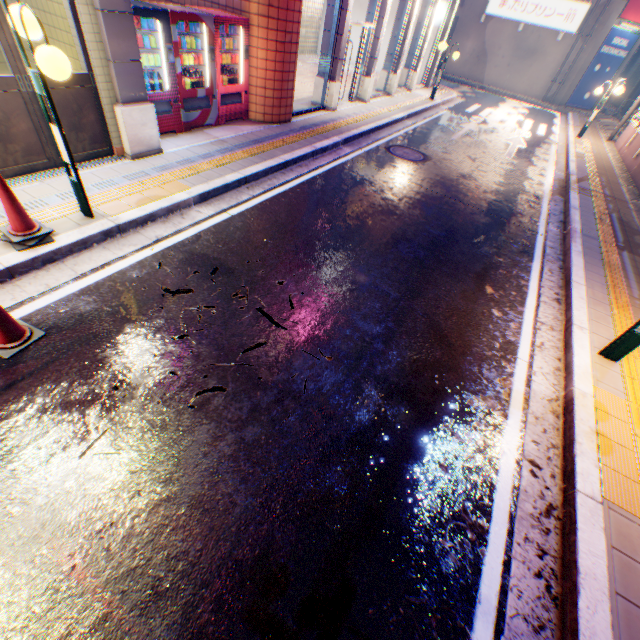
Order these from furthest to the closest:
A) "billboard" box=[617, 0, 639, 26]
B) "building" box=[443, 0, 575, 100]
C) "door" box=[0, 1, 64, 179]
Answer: "building" box=[443, 0, 575, 100] → "billboard" box=[617, 0, 639, 26] → "door" box=[0, 1, 64, 179]

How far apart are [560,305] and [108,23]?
8.37m

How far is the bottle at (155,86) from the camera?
6.3 meters

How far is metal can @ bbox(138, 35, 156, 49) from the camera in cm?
588

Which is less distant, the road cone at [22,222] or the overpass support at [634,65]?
the road cone at [22,222]

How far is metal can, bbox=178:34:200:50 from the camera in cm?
650

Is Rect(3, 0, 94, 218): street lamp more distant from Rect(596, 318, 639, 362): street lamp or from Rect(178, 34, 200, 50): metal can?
Rect(596, 318, 639, 362): street lamp

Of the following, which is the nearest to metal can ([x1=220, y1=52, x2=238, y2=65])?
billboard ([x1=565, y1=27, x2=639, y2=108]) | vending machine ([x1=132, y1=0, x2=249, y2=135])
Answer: vending machine ([x1=132, y1=0, x2=249, y2=135])
